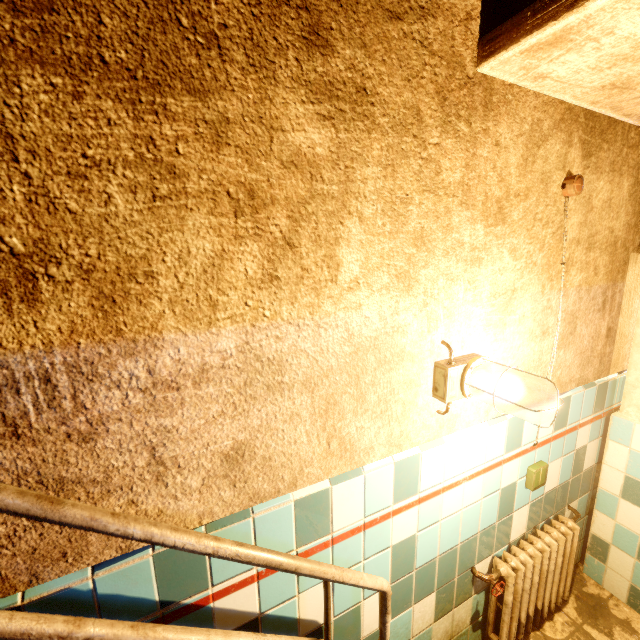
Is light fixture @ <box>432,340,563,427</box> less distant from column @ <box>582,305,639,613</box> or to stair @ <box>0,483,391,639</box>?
stair @ <box>0,483,391,639</box>

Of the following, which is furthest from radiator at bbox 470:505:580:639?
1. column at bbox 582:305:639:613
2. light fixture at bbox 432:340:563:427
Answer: light fixture at bbox 432:340:563:427

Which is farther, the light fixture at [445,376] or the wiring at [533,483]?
the wiring at [533,483]

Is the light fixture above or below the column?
above

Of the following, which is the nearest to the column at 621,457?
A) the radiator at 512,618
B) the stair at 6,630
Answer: the radiator at 512,618

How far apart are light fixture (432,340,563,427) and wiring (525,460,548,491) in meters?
0.8 m

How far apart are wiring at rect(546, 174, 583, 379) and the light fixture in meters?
0.6

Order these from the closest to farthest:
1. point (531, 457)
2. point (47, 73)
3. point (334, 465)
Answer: point (47, 73) < point (334, 465) < point (531, 457)
